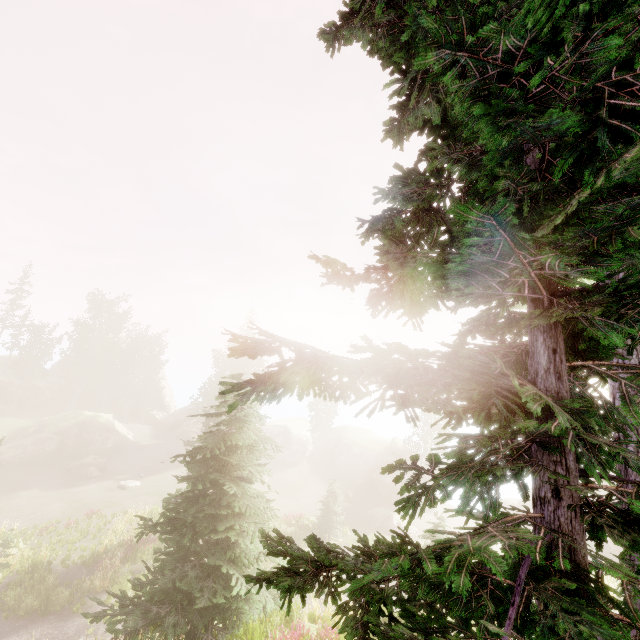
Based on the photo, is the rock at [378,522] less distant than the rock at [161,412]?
Yes

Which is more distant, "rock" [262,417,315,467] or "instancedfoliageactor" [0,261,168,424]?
"instancedfoliageactor" [0,261,168,424]

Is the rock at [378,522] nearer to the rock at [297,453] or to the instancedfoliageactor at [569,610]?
the rock at [297,453]

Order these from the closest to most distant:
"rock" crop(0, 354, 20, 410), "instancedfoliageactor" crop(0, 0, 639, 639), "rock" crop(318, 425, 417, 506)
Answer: "instancedfoliageactor" crop(0, 0, 639, 639)
"rock" crop(318, 425, 417, 506)
"rock" crop(0, 354, 20, 410)

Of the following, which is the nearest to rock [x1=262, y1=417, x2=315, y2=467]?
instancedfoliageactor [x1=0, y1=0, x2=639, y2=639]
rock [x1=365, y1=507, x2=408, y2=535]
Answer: instancedfoliageactor [x1=0, y1=0, x2=639, y2=639]

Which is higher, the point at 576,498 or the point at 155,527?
the point at 576,498

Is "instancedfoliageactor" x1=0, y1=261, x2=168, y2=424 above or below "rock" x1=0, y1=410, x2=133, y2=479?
above

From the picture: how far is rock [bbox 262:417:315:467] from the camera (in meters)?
45.25
